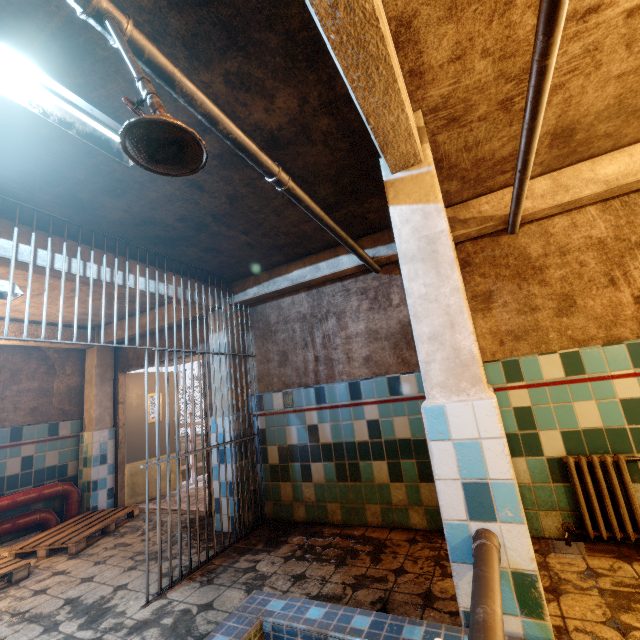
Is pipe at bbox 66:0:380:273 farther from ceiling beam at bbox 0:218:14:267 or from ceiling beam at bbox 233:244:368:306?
ceiling beam at bbox 0:218:14:267

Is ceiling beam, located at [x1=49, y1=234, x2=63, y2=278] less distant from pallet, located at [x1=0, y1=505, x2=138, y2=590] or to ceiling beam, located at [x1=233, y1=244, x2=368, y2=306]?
ceiling beam, located at [x1=233, y1=244, x2=368, y2=306]

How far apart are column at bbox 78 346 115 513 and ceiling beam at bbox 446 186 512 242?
5.7 meters

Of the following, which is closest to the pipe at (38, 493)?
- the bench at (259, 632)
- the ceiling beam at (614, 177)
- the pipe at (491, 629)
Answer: the bench at (259, 632)

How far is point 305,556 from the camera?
2.9m

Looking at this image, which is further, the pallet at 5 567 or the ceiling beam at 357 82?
the pallet at 5 567

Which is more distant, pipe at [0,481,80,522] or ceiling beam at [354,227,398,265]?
pipe at [0,481,80,522]

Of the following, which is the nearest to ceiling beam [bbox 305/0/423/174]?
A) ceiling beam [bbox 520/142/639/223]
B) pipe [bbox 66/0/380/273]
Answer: pipe [bbox 66/0/380/273]
